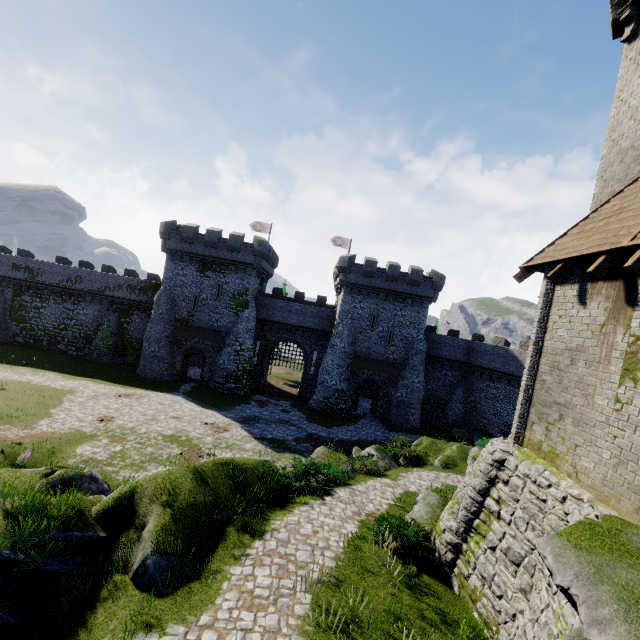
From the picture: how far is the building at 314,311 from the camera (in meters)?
34.69

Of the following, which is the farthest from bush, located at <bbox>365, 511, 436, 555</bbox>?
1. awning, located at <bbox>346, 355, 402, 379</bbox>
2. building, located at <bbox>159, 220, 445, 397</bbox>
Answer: building, located at <bbox>159, 220, 445, 397</bbox>

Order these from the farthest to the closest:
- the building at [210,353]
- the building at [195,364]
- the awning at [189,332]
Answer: the building at [195,364] → the building at [210,353] → the awning at [189,332]

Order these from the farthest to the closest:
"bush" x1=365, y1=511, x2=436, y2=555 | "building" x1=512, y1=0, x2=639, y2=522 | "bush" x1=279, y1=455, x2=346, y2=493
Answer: "bush" x1=279, y1=455, x2=346, y2=493 → "bush" x1=365, y1=511, x2=436, y2=555 → "building" x1=512, y1=0, x2=639, y2=522

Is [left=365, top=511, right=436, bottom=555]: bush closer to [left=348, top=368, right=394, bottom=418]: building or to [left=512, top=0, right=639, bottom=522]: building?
[left=512, top=0, right=639, bottom=522]: building

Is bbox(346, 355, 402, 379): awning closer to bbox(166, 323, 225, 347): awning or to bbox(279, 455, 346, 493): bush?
bbox(166, 323, 225, 347): awning

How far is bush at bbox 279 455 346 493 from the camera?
13.84m

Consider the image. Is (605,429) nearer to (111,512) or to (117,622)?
(117,622)
